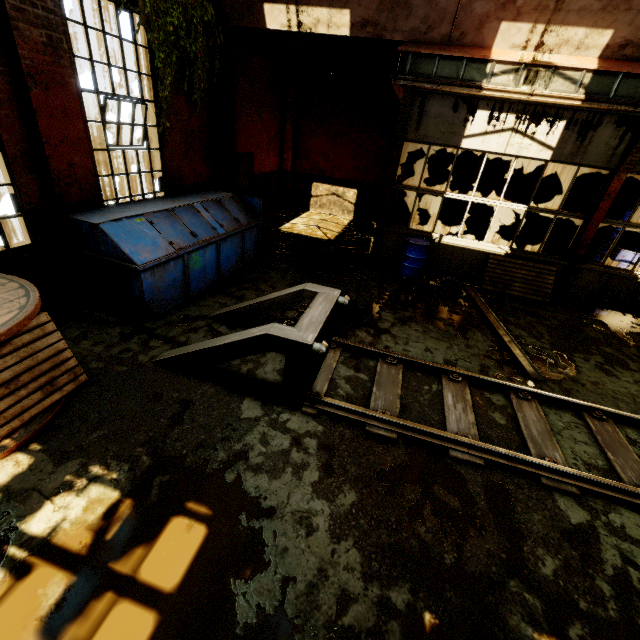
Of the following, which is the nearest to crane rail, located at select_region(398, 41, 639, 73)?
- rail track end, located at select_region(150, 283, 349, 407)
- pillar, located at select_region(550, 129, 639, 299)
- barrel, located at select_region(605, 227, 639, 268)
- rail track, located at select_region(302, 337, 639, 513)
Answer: pillar, located at select_region(550, 129, 639, 299)

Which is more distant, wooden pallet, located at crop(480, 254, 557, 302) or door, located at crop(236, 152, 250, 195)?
door, located at crop(236, 152, 250, 195)

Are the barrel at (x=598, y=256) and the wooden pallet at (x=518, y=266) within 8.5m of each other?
yes

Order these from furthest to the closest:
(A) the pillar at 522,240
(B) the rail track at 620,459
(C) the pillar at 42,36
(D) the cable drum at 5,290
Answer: (A) the pillar at 522,240 → (C) the pillar at 42,36 → (B) the rail track at 620,459 → (D) the cable drum at 5,290

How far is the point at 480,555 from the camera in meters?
2.9

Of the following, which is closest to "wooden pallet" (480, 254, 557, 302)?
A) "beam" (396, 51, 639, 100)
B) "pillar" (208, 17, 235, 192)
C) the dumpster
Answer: "beam" (396, 51, 639, 100)

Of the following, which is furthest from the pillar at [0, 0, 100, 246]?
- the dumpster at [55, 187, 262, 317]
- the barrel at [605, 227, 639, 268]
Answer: the barrel at [605, 227, 639, 268]

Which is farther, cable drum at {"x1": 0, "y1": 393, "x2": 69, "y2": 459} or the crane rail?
the crane rail
